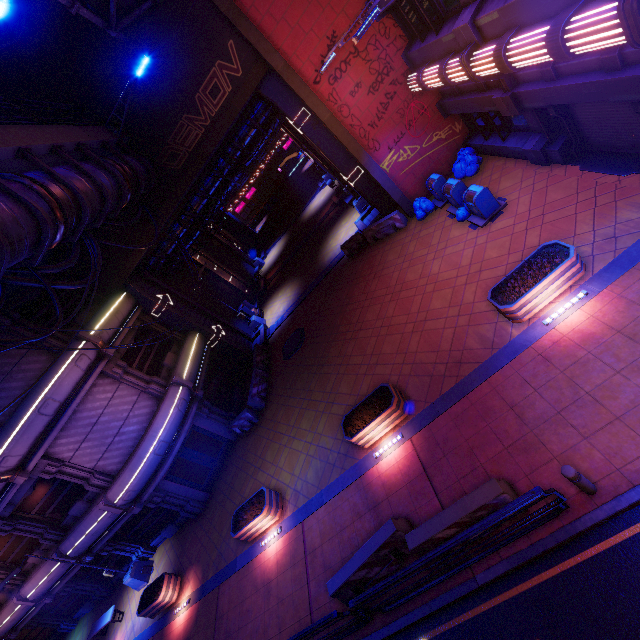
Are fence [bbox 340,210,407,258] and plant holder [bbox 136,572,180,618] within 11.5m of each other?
no

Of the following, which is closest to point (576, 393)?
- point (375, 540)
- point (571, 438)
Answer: point (571, 438)

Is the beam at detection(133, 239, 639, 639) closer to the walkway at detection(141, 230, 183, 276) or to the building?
the walkway at detection(141, 230, 183, 276)

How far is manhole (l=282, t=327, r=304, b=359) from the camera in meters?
18.4

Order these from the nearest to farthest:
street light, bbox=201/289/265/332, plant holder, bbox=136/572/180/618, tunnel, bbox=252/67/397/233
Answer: plant holder, bbox=136/572/180/618
tunnel, bbox=252/67/397/233
street light, bbox=201/289/265/332

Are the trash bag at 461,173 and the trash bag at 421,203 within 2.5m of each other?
yes

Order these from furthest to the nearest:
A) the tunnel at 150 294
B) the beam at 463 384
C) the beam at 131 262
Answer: the tunnel at 150 294
the beam at 131 262
the beam at 463 384

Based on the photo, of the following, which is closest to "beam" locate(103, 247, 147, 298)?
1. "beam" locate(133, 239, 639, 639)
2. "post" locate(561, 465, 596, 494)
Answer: "beam" locate(133, 239, 639, 639)
